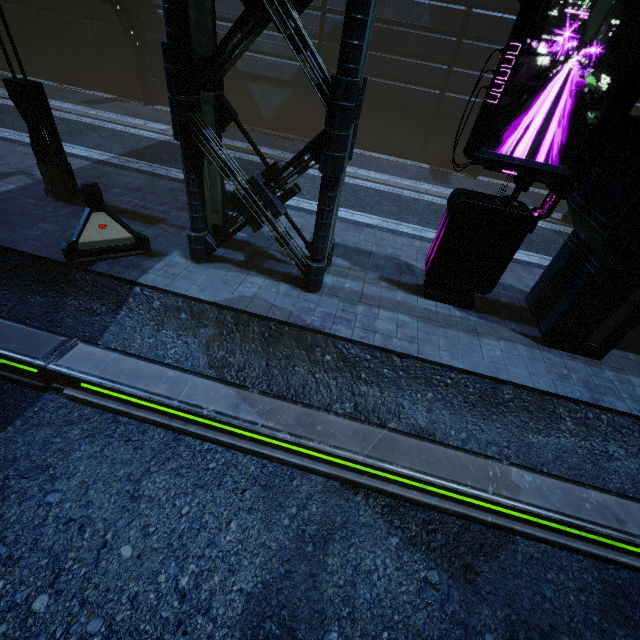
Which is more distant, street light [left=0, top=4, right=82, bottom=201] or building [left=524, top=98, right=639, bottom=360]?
street light [left=0, top=4, right=82, bottom=201]

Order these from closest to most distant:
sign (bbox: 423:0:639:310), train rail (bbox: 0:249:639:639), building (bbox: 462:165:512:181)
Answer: train rail (bbox: 0:249:639:639), sign (bbox: 423:0:639:310), building (bbox: 462:165:512:181)

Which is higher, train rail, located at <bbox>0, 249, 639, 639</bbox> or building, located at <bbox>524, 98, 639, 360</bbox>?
building, located at <bbox>524, 98, 639, 360</bbox>

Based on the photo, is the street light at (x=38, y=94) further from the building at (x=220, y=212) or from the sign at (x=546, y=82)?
the sign at (x=546, y=82)

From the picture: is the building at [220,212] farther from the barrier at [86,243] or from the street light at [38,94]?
the street light at [38,94]

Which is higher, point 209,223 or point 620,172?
point 620,172

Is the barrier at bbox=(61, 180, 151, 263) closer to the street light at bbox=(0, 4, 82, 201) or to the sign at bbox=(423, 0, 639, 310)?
the street light at bbox=(0, 4, 82, 201)

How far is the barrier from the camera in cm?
632
